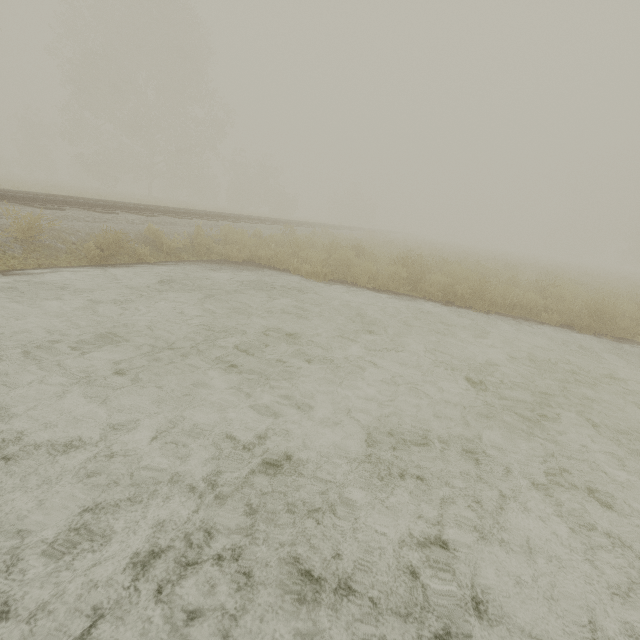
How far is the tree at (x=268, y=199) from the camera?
39.6 meters

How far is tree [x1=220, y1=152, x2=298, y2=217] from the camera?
39.6m

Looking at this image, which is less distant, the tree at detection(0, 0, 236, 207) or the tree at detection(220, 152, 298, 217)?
the tree at detection(0, 0, 236, 207)

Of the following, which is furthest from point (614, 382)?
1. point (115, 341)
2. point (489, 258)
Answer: Answer: point (489, 258)

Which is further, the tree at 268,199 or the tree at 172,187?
the tree at 268,199
